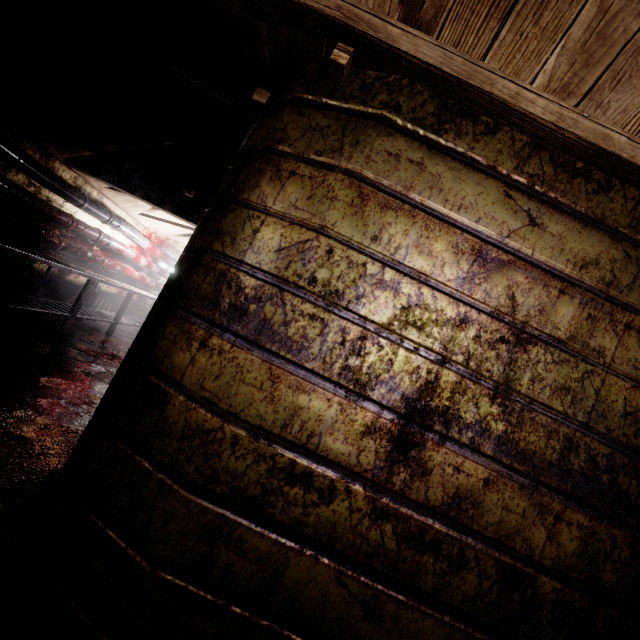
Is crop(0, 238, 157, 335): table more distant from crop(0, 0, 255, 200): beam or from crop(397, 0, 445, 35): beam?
crop(397, 0, 445, 35): beam

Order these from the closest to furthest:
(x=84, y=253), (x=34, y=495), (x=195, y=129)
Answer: (x=34, y=495) < (x=195, y=129) < (x=84, y=253)

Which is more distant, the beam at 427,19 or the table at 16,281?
the table at 16,281

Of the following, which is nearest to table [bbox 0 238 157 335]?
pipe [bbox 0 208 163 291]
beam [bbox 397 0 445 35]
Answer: pipe [bbox 0 208 163 291]

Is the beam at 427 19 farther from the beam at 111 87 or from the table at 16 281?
the table at 16 281

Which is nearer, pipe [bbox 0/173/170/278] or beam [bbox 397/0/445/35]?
beam [bbox 397/0/445/35]

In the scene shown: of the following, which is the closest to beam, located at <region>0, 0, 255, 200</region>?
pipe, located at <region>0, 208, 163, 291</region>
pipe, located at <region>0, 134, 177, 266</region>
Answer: pipe, located at <region>0, 134, 177, 266</region>

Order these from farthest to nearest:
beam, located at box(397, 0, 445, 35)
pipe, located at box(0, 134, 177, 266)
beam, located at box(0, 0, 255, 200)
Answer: pipe, located at box(0, 134, 177, 266), beam, located at box(0, 0, 255, 200), beam, located at box(397, 0, 445, 35)
